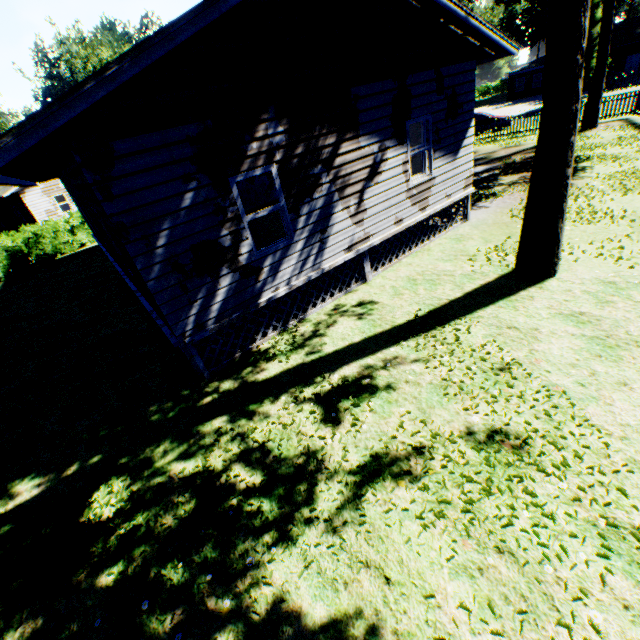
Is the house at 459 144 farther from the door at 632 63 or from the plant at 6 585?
the door at 632 63

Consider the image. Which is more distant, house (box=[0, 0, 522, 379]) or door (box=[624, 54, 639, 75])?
door (box=[624, 54, 639, 75])

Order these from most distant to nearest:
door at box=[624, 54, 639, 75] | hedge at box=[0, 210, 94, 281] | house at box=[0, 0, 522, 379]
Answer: door at box=[624, 54, 639, 75]
hedge at box=[0, 210, 94, 281]
house at box=[0, 0, 522, 379]

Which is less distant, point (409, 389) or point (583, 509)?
point (583, 509)

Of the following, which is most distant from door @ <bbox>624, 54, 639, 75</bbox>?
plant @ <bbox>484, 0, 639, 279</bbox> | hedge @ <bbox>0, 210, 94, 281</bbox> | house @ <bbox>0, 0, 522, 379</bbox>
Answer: hedge @ <bbox>0, 210, 94, 281</bbox>

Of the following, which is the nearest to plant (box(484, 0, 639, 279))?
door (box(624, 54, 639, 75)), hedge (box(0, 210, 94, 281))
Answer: hedge (box(0, 210, 94, 281))

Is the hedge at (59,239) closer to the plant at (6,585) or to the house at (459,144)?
the plant at (6,585)
